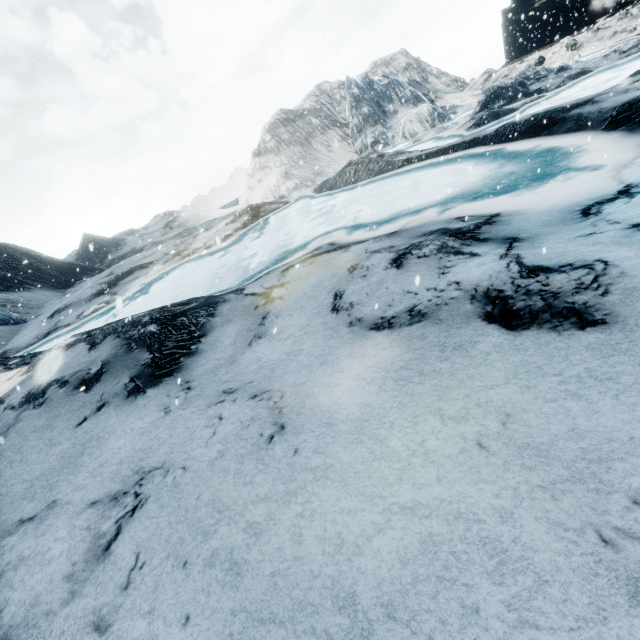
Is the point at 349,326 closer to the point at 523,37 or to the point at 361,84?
the point at 361,84
